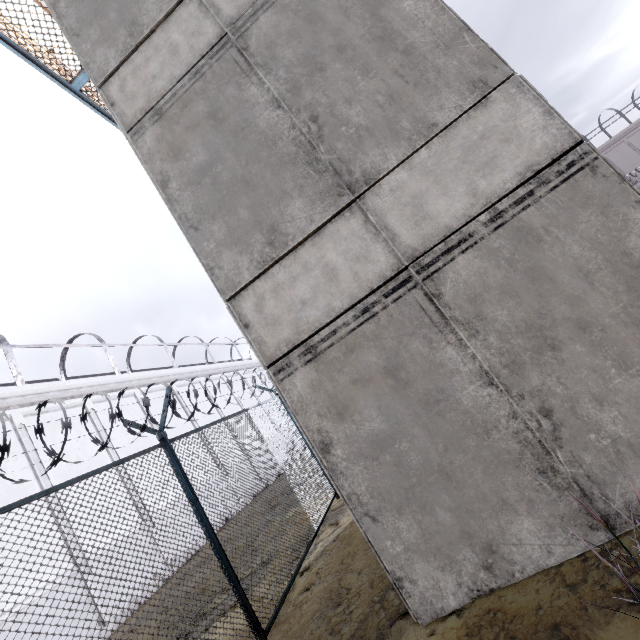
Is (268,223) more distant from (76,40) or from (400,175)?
(76,40)
